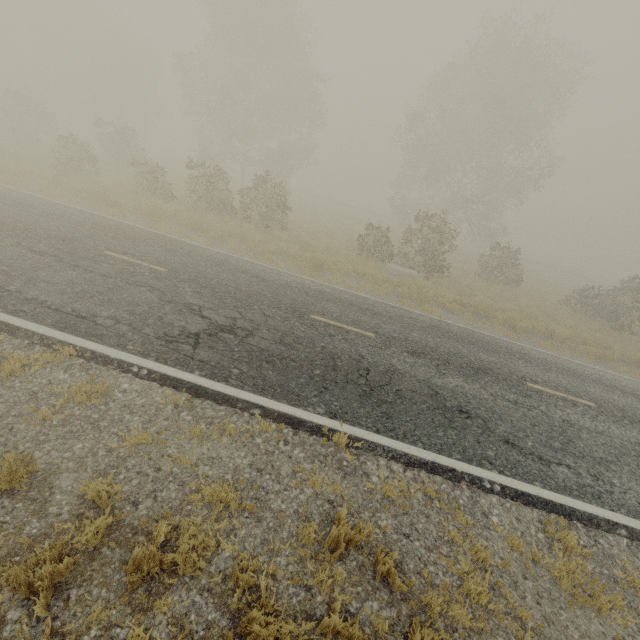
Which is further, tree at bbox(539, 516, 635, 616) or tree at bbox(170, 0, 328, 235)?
tree at bbox(170, 0, 328, 235)

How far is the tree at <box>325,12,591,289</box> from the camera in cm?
1922

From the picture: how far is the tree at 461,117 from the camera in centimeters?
1922cm

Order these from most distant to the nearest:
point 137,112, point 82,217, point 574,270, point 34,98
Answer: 1. point 574,270
2. point 137,112
3. point 34,98
4. point 82,217

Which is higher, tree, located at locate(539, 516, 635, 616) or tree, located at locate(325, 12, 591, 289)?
tree, located at locate(325, 12, 591, 289)

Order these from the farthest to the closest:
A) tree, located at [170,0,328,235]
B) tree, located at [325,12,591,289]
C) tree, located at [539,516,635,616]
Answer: tree, located at [325,12,591,289] → tree, located at [170,0,328,235] → tree, located at [539,516,635,616]

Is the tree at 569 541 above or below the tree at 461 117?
below
